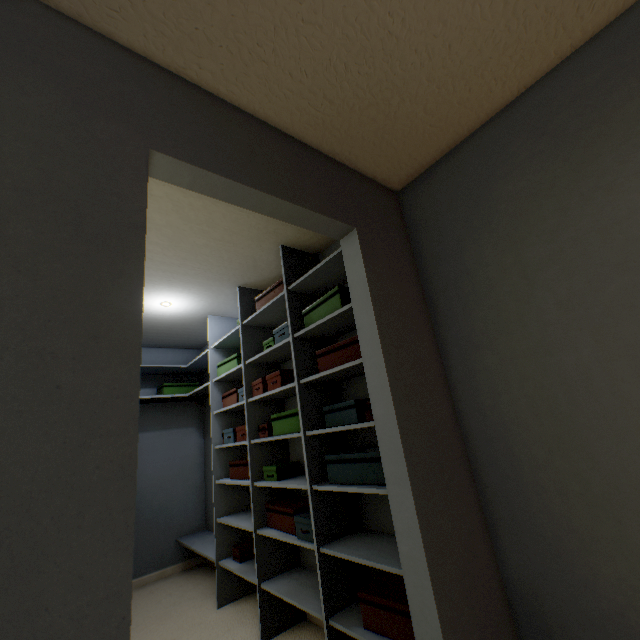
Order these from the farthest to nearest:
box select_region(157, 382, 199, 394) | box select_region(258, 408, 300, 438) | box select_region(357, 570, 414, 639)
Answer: box select_region(157, 382, 199, 394) < box select_region(258, 408, 300, 438) < box select_region(357, 570, 414, 639)

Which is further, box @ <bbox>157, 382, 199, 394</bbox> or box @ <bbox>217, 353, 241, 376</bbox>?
box @ <bbox>157, 382, 199, 394</bbox>

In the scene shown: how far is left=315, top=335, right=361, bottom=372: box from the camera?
1.7 meters

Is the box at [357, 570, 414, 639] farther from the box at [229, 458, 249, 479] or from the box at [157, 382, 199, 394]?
the box at [157, 382, 199, 394]

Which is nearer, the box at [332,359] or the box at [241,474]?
the box at [332,359]

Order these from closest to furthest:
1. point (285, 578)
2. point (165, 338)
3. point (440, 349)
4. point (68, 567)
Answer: point (68, 567) < point (440, 349) < point (285, 578) < point (165, 338)

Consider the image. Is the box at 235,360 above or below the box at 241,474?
above

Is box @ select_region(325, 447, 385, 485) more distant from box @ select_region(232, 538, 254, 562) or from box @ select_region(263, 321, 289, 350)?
box @ select_region(232, 538, 254, 562)
